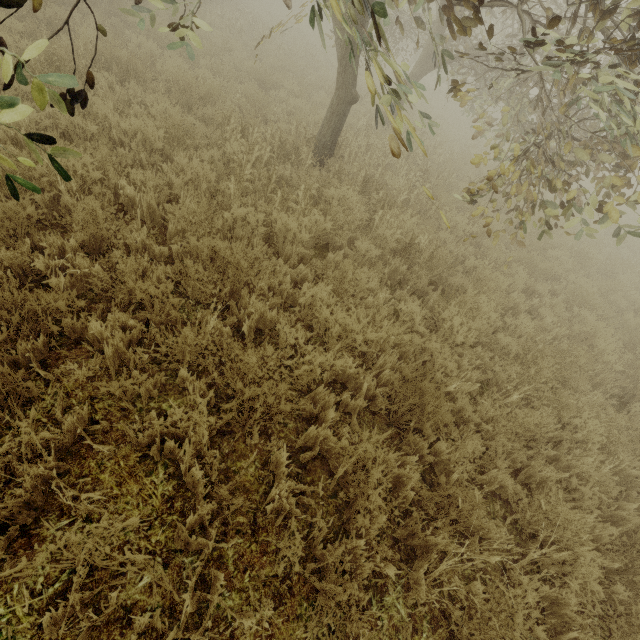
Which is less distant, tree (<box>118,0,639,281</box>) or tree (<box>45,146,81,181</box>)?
tree (<box>45,146,81,181</box>)

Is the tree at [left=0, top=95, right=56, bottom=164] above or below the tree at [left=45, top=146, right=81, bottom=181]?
above

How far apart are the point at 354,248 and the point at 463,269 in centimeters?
261cm

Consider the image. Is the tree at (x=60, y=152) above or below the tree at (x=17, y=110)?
below

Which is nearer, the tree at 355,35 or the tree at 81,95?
the tree at 81,95

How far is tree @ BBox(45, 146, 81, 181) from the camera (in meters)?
1.54
